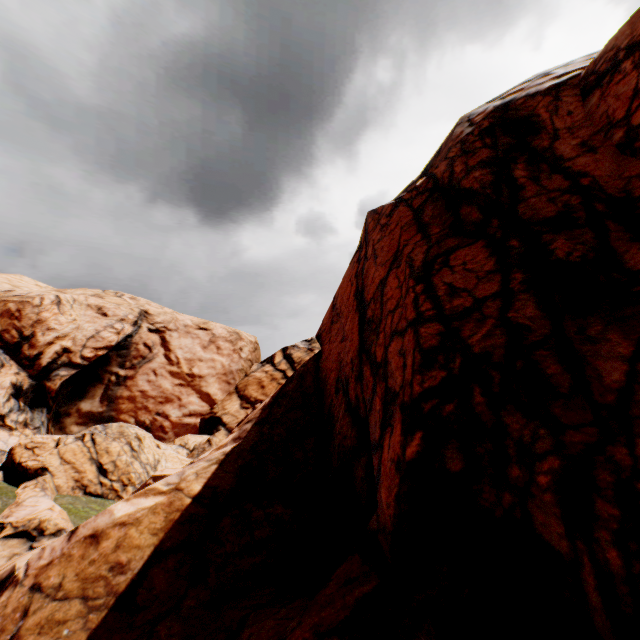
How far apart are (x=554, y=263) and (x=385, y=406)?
4.05m
